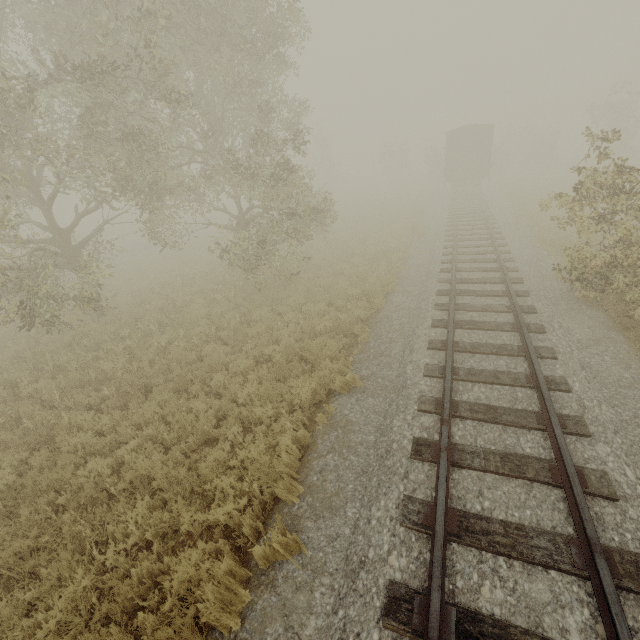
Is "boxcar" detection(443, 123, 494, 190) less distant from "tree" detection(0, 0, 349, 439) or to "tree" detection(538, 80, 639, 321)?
"tree" detection(538, 80, 639, 321)

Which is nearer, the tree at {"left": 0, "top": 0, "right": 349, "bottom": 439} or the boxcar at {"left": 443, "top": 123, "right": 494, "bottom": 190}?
the tree at {"left": 0, "top": 0, "right": 349, "bottom": 439}

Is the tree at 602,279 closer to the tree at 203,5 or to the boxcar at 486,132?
the boxcar at 486,132

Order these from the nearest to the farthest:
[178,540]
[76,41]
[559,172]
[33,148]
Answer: [178,540], [33,148], [76,41], [559,172]

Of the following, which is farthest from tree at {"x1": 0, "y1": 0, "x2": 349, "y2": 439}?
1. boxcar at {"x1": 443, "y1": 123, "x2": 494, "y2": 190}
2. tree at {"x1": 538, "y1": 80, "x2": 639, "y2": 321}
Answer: boxcar at {"x1": 443, "y1": 123, "x2": 494, "y2": 190}

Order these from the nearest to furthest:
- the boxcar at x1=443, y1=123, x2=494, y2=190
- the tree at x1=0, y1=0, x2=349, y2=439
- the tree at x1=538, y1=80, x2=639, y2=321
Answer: the tree at x1=538, y1=80, x2=639, y2=321 → the tree at x1=0, y1=0, x2=349, y2=439 → the boxcar at x1=443, y1=123, x2=494, y2=190
